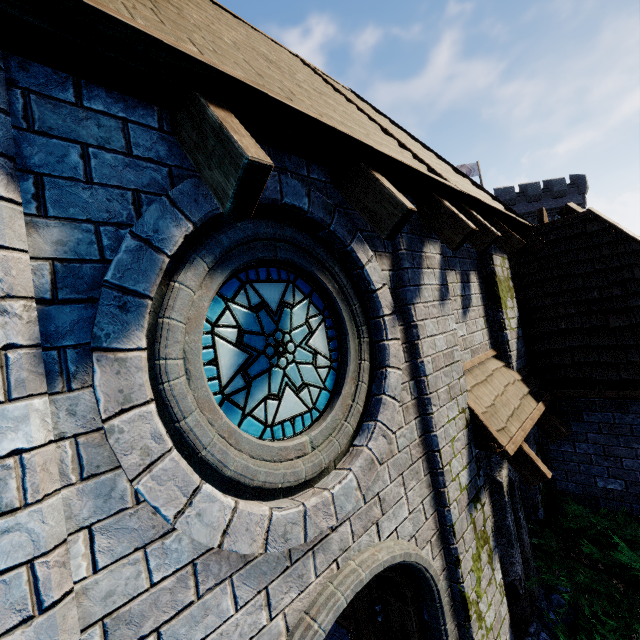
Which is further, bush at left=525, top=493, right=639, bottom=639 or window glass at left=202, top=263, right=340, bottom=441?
bush at left=525, top=493, right=639, bottom=639

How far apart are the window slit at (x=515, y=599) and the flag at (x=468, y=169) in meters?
34.7 m

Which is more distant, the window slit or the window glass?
the window slit

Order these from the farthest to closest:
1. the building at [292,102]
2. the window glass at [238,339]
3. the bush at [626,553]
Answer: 1. the bush at [626,553]
2. the window glass at [238,339]
3. the building at [292,102]

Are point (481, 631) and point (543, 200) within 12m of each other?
no

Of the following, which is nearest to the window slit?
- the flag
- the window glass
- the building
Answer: the building

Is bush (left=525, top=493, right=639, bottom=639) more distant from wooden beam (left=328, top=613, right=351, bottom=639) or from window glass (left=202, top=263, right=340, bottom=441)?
window glass (left=202, top=263, right=340, bottom=441)

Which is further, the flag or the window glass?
the flag
